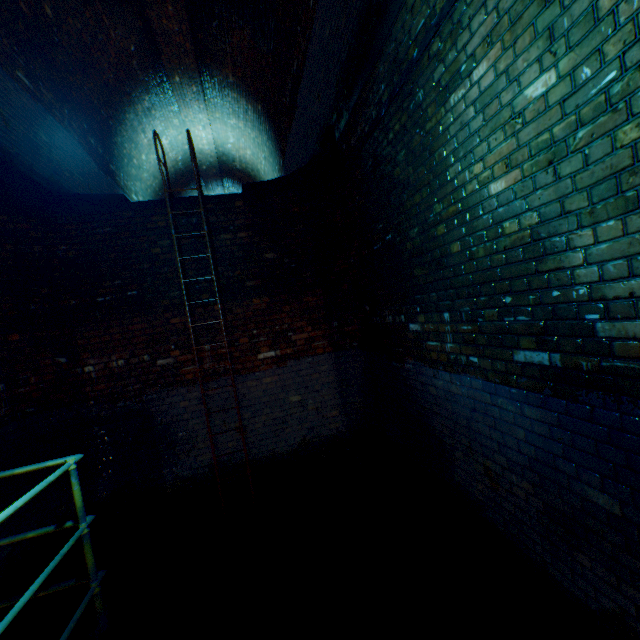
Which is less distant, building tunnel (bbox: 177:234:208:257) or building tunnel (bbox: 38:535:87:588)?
building tunnel (bbox: 38:535:87:588)

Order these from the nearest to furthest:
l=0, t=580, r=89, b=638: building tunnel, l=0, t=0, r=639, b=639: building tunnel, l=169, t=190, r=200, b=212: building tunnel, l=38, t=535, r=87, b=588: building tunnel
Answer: l=0, t=0, r=639, b=639: building tunnel
l=0, t=580, r=89, b=638: building tunnel
l=38, t=535, r=87, b=588: building tunnel
l=169, t=190, r=200, b=212: building tunnel

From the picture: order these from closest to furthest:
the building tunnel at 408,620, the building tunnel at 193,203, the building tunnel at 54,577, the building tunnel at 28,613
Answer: the building tunnel at 408,620 < the building tunnel at 28,613 < the building tunnel at 54,577 < the building tunnel at 193,203

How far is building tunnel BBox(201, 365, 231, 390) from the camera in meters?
4.7

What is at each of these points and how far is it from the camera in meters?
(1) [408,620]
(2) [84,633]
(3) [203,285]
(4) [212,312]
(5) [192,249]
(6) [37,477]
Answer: (1) building tunnel, 2.8 m
(2) walkway, 2.3 m
(3) building tunnel, 4.7 m
(4) building tunnel, 4.8 m
(5) building tunnel, 4.7 m
(6) building tunnel, 3.9 m

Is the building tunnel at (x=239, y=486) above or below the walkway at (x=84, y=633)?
below
